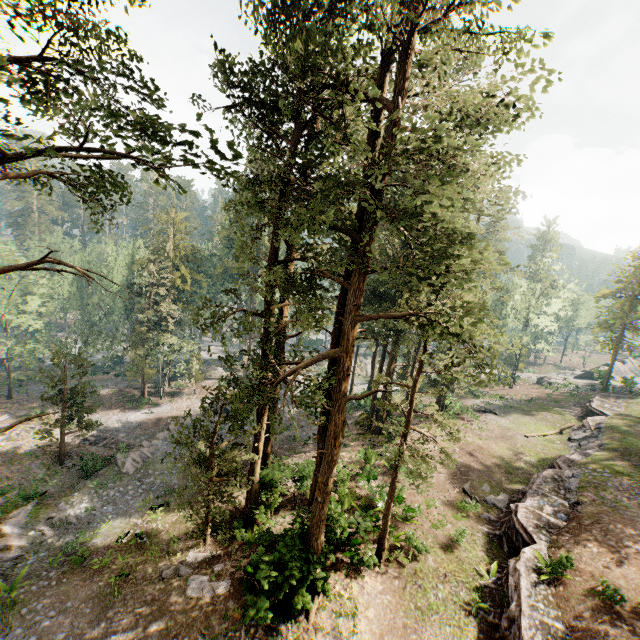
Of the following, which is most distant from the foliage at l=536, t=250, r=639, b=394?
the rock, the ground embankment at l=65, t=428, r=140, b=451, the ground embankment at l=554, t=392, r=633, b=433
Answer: the ground embankment at l=554, t=392, r=633, b=433

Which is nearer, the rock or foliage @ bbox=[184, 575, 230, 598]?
foliage @ bbox=[184, 575, 230, 598]

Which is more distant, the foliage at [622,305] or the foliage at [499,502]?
the foliage at [622,305]

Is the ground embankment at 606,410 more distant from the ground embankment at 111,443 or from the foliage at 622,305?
the ground embankment at 111,443

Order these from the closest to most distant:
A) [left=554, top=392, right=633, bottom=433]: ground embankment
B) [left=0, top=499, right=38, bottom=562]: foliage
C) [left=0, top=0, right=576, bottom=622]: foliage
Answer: [left=0, top=0, right=576, bottom=622]: foliage → [left=0, top=499, right=38, bottom=562]: foliage → [left=554, top=392, right=633, bottom=433]: ground embankment

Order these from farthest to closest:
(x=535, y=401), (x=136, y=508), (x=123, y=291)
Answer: (x=123, y=291)
(x=535, y=401)
(x=136, y=508)

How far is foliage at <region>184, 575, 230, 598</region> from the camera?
13.75m

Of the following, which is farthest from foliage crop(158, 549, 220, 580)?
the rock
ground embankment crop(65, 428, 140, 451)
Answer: the rock
